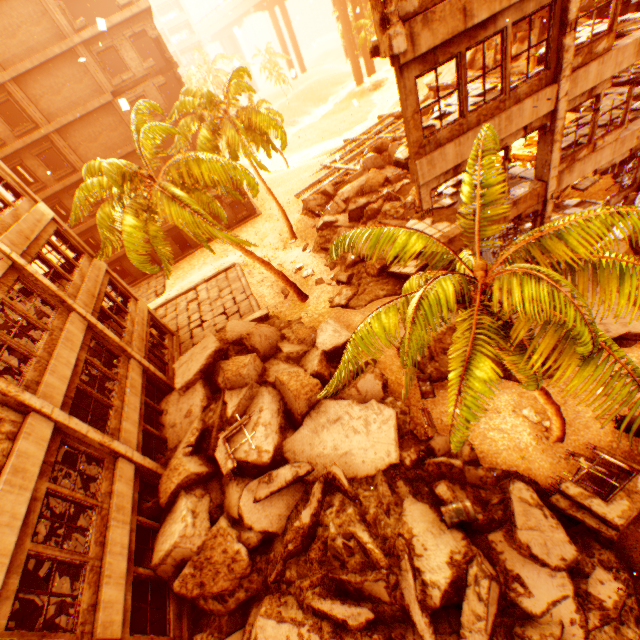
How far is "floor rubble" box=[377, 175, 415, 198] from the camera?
21.18m

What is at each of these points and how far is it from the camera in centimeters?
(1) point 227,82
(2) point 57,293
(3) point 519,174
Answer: (1) rubble, 2023cm
(2) pillar, 1165cm
(3) floor rubble, 1213cm

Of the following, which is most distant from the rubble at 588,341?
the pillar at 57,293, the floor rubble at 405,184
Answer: the floor rubble at 405,184

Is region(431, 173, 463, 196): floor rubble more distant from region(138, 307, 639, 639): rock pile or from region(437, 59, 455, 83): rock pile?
region(437, 59, 455, 83): rock pile

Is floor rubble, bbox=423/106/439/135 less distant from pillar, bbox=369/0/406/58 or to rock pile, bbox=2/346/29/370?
pillar, bbox=369/0/406/58

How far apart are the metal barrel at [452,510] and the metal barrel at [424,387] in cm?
375

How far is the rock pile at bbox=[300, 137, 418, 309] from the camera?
16.4m

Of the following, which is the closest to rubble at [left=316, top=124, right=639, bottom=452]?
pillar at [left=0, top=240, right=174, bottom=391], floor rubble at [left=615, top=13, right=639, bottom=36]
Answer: pillar at [left=0, top=240, right=174, bottom=391]
